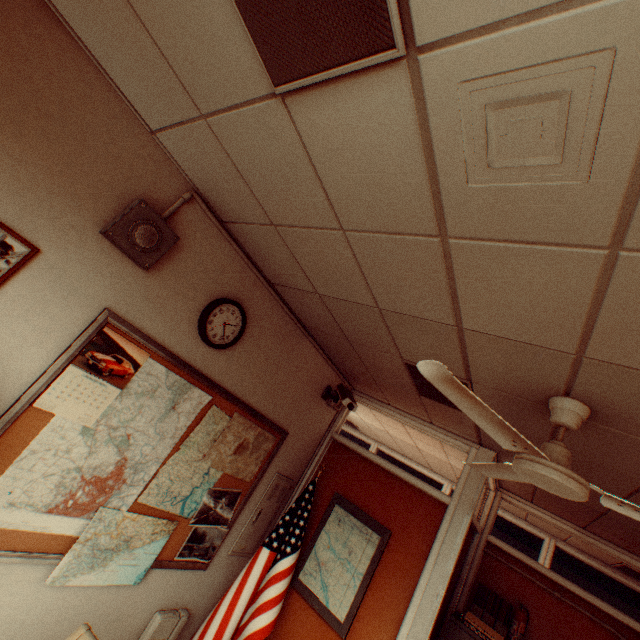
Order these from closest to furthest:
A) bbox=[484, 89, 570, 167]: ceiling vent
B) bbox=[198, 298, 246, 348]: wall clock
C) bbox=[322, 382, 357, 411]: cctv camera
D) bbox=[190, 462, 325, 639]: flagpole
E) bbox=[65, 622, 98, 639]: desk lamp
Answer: bbox=[484, 89, 570, 167]: ceiling vent
bbox=[65, 622, 98, 639]: desk lamp
bbox=[198, 298, 246, 348]: wall clock
bbox=[190, 462, 325, 639]: flagpole
bbox=[322, 382, 357, 411]: cctv camera

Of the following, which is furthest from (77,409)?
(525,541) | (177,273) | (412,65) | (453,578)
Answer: (525,541)

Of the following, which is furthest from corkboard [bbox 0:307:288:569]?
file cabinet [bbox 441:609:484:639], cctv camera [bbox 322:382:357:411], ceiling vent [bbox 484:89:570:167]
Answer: file cabinet [bbox 441:609:484:639]

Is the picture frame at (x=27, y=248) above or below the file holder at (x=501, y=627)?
above

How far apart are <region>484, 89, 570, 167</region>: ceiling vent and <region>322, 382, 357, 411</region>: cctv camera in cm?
277

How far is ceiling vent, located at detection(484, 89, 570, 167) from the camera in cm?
78

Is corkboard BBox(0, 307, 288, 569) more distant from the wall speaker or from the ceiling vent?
the ceiling vent

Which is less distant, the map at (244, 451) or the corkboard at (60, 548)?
the corkboard at (60, 548)
